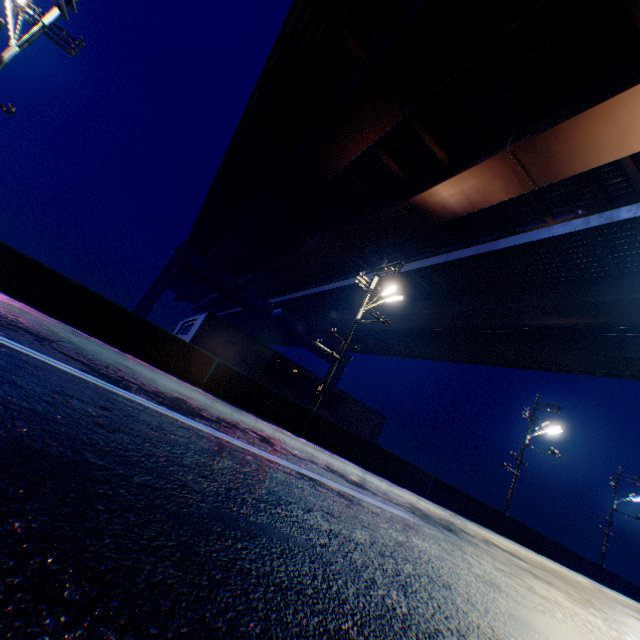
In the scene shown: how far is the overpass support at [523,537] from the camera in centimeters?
2175cm

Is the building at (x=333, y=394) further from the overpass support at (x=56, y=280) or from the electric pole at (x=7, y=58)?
the electric pole at (x=7, y=58)

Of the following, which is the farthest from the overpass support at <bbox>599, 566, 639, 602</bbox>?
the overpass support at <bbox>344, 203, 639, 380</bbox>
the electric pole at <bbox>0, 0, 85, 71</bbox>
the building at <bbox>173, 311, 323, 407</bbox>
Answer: the electric pole at <bbox>0, 0, 85, 71</bbox>

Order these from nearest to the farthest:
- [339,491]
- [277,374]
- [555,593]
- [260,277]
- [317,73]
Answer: [339,491] < [555,593] < [317,73] < [277,374] < [260,277]

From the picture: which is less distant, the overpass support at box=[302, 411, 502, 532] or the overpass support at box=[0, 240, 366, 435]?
the overpass support at box=[0, 240, 366, 435]

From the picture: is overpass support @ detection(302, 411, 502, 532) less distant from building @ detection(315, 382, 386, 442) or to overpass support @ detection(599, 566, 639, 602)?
overpass support @ detection(599, 566, 639, 602)

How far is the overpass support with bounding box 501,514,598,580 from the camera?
21.75m
